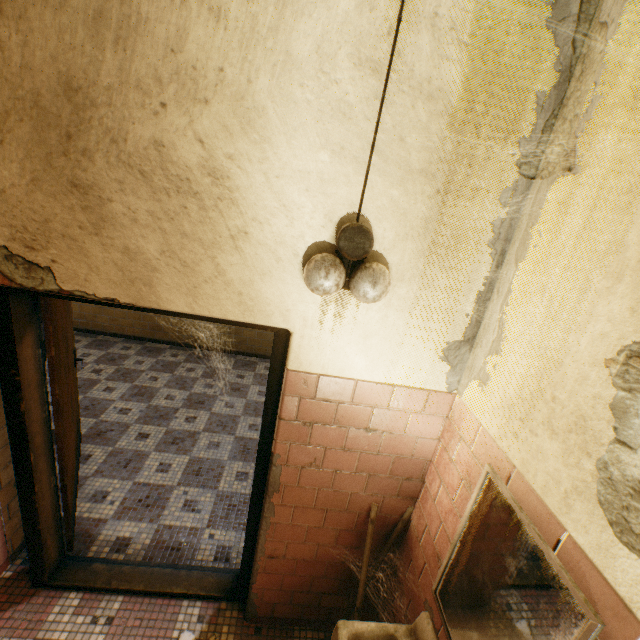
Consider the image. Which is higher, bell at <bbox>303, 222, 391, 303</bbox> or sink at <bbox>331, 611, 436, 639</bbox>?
bell at <bbox>303, 222, 391, 303</bbox>

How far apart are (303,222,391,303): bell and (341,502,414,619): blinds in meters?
1.3

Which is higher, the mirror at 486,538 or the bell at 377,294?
the bell at 377,294

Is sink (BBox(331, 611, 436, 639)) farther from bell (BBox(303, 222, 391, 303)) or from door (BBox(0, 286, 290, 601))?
bell (BBox(303, 222, 391, 303))

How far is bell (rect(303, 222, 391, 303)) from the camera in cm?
132

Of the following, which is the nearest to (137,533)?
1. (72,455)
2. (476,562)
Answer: (72,455)

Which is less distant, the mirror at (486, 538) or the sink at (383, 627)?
the mirror at (486, 538)

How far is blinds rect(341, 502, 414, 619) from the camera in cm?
188
